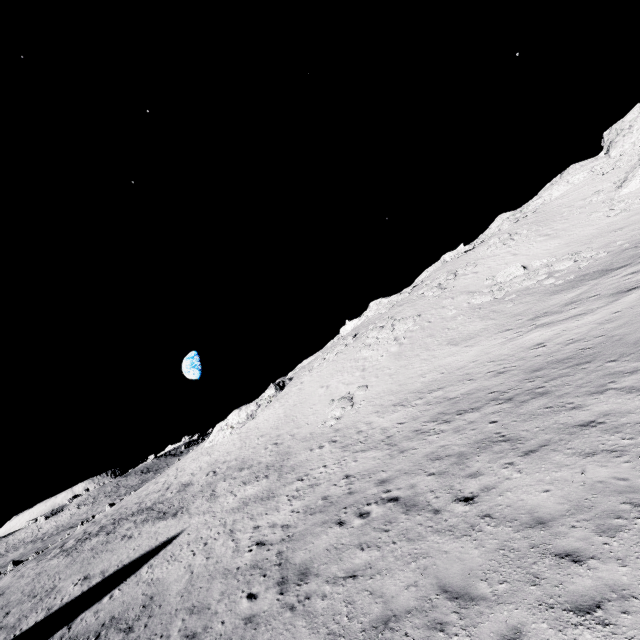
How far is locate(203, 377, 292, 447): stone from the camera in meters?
44.0 m

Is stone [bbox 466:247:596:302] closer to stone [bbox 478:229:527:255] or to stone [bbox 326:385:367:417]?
stone [bbox 478:229:527:255]

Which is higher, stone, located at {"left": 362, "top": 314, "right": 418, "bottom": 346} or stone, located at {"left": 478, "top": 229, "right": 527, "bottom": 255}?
stone, located at {"left": 478, "top": 229, "right": 527, "bottom": 255}

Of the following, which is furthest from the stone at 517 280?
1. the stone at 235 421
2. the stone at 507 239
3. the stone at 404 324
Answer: the stone at 235 421

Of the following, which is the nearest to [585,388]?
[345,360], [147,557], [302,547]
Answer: [302,547]

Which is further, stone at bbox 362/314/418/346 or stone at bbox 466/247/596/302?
stone at bbox 362/314/418/346

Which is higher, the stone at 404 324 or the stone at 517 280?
the stone at 404 324

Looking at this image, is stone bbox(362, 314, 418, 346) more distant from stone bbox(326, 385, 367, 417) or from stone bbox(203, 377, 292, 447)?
stone bbox(203, 377, 292, 447)
